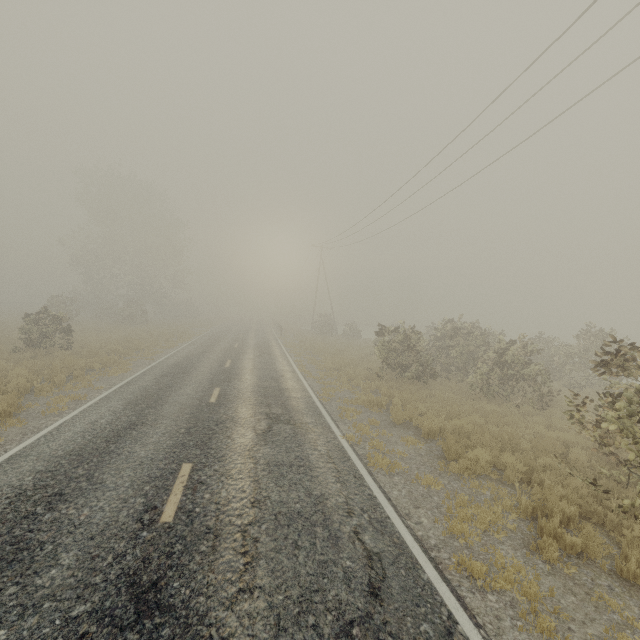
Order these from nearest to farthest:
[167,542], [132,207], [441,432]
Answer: [167,542] → [441,432] → [132,207]
